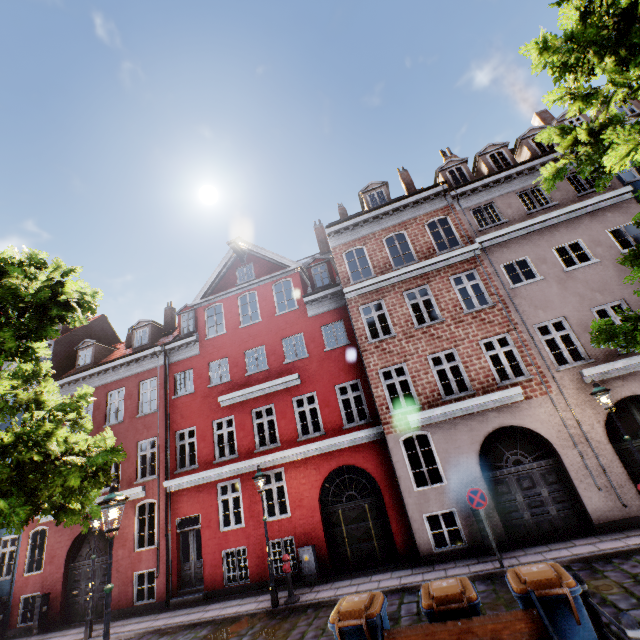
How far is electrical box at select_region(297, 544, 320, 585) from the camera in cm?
1103

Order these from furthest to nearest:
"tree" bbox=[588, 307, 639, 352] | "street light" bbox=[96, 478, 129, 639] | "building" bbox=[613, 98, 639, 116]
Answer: "building" bbox=[613, 98, 639, 116]
"tree" bbox=[588, 307, 639, 352]
"street light" bbox=[96, 478, 129, 639]

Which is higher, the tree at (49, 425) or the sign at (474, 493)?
the tree at (49, 425)

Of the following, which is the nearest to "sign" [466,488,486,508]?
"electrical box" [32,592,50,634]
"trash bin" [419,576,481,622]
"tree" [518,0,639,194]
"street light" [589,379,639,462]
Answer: "street light" [589,379,639,462]

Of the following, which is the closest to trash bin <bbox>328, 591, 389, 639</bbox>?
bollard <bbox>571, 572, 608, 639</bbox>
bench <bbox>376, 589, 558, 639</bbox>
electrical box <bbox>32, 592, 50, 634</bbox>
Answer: bench <bbox>376, 589, 558, 639</bbox>

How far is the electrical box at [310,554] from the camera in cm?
1103

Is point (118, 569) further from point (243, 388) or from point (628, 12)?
point (628, 12)

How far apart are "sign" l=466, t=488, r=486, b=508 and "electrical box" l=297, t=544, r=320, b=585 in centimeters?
575cm
